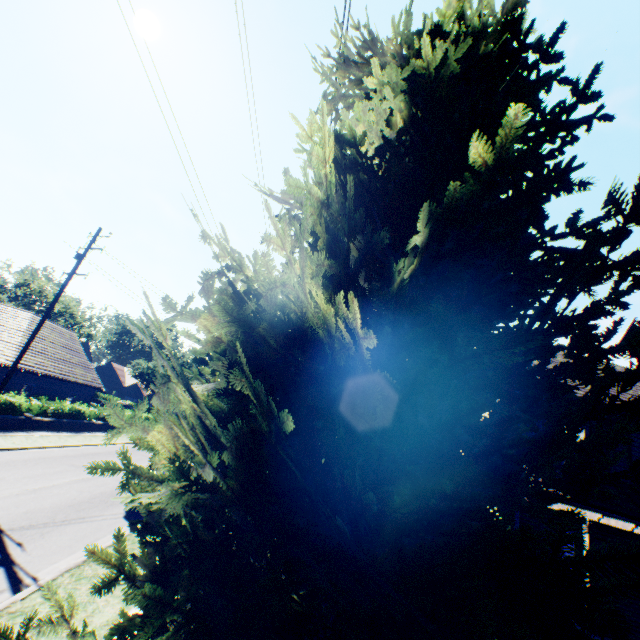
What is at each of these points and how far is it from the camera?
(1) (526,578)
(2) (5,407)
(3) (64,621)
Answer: (1) tree, 1.4m
(2) hedge, 19.3m
(3) tree, 1.7m

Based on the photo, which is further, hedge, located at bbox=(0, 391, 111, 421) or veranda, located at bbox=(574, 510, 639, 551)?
hedge, located at bbox=(0, 391, 111, 421)

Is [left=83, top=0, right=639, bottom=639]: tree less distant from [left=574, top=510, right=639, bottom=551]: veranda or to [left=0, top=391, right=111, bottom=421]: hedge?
[left=574, top=510, right=639, bottom=551]: veranda

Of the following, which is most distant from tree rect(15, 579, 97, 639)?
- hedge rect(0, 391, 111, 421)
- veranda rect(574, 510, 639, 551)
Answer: hedge rect(0, 391, 111, 421)

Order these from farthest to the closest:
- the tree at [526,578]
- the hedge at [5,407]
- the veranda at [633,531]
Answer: the hedge at [5,407], the veranda at [633,531], the tree at [526,578]

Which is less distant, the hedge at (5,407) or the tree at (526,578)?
the tree at (526,578)
